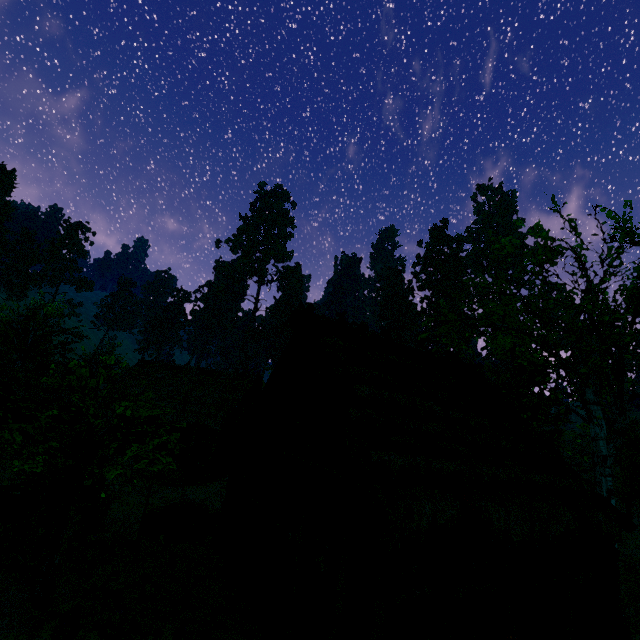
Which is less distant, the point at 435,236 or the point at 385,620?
the point at 385,620

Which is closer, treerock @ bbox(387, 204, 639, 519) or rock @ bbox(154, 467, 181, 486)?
treerock @ bbox(387, 204, 639, 519)

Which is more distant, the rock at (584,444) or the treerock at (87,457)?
the rock at (584,444)

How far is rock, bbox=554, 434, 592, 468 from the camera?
49.6 meters

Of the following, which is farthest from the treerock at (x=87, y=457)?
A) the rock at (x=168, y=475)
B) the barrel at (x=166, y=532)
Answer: the rock at (x=168, y=475)

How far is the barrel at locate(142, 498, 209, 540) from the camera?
11.1 meters

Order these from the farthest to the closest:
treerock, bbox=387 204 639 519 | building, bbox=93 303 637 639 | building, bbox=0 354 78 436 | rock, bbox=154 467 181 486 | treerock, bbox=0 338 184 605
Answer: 1. rock, bbox=154 467 181 486
2. treerock, bbox=387 204 639 519
3. building, bbox=0 354 78 436
4. treerock, bbox=0 338 184 605
5. building, bbox=93 303 637 639

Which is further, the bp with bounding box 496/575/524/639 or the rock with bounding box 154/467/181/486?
the rock with bounding box 154/467/181/486
